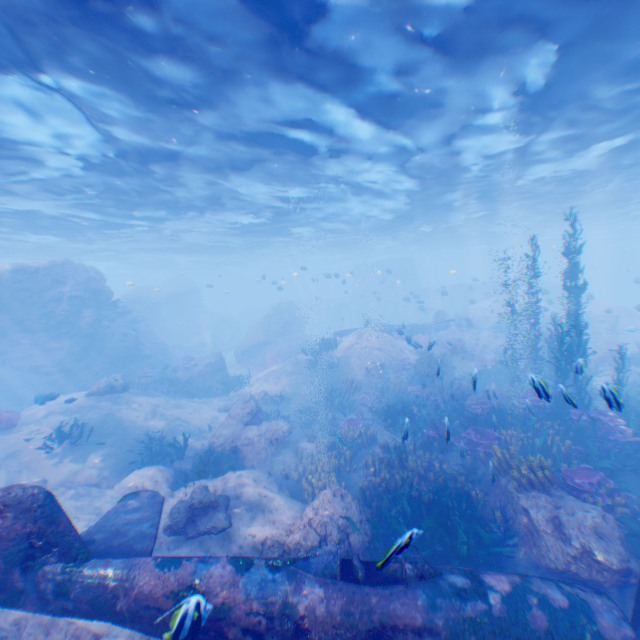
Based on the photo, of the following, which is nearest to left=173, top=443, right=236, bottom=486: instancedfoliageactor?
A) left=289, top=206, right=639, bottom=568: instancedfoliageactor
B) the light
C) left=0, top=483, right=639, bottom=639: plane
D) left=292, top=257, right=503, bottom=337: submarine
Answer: left=289, top=206, right=639, bottom=568: instancedfoliageactor

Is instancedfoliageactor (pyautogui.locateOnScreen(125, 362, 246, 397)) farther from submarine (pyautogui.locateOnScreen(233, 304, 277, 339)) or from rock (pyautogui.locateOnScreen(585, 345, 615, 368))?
submarine (pyautogui.locateOnScreen(233, 304, 277, 339))

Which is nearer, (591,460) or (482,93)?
(591,460)

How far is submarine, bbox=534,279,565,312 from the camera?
24.0 meters

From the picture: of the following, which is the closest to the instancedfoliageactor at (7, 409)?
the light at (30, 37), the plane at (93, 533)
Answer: the plane at (93, 533)

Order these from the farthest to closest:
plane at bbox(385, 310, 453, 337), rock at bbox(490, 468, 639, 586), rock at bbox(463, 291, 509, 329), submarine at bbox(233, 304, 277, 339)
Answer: submarine at bbox(233, 304, 277, 339), rock at bbox(463, 291, 509, 329), plane at bbox(385, 310, 453, 337), rock at bbox(490, 468, 639, 586)

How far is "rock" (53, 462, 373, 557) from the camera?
7.3m

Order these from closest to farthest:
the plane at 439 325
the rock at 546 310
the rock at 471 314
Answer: the plane at 439 325 < the rock at 546 310 < the rock at 471 314
